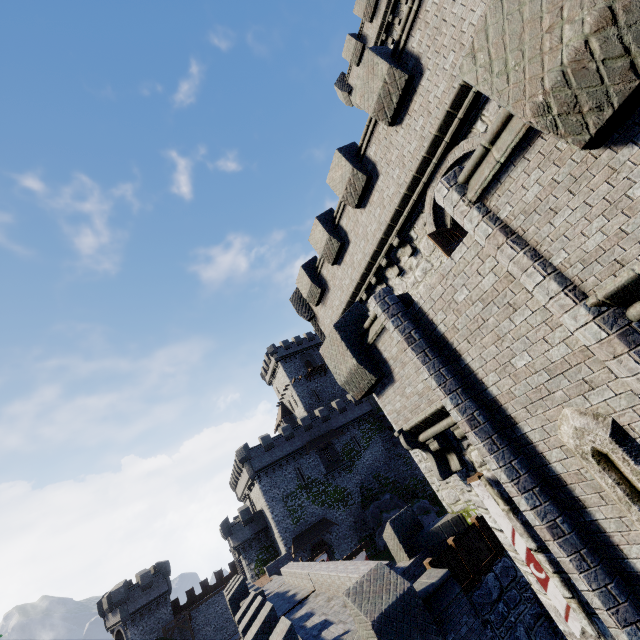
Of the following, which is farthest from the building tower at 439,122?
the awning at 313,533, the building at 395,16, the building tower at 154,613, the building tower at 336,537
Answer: the building tower at 154,613

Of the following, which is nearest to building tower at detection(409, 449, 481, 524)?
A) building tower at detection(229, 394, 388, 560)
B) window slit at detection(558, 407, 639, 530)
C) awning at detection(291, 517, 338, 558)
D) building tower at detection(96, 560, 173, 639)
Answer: window slit at detection(558, 407, 639, 530)

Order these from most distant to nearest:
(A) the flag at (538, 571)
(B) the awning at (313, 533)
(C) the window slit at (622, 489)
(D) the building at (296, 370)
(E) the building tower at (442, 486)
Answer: (D) the building at (296, 370) → (B) the awning at (313, 533) → (E) the building tower at (442, 486) → (A) the flag at (538, 571) → (C) the window slit at (622, 489)

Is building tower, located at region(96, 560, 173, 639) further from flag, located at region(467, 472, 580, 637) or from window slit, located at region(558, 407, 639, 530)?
window slit, located at region(558, 407, 639, 530)

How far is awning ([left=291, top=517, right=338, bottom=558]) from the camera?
36.3m

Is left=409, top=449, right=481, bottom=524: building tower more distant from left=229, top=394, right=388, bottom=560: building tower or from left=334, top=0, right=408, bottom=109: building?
left=229, top=394, right=388, bottom=560: building tower

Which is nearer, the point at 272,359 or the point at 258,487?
the point at 258,487

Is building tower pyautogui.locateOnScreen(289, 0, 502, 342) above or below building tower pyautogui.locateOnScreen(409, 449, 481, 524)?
above
